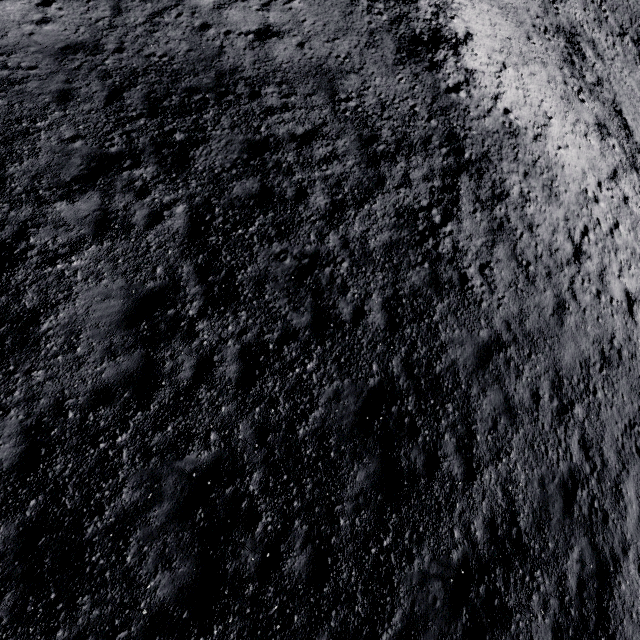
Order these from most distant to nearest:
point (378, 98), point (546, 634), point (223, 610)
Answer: point (378, 98)
point (546, 634)
point (223, 610)
